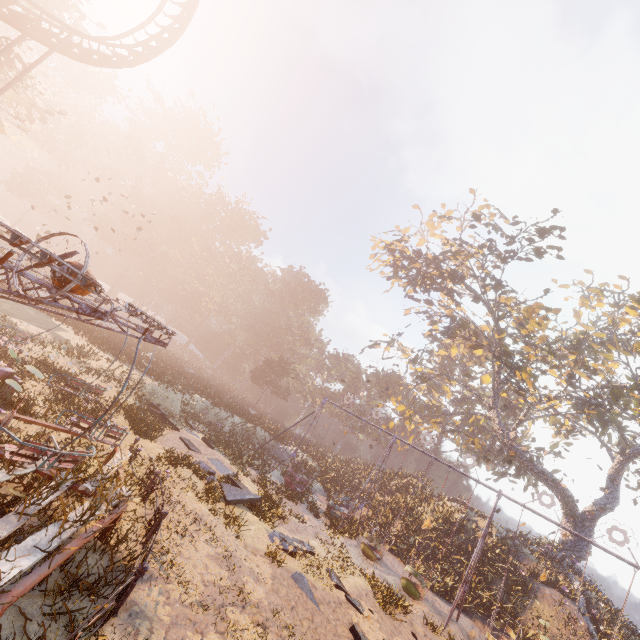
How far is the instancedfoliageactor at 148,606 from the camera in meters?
5.3

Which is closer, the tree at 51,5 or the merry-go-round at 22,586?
the merry-go-round at 22,586

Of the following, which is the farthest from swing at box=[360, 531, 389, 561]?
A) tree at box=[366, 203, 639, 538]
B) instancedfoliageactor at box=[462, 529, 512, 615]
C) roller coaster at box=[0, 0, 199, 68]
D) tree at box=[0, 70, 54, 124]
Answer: tree at box=[0, 70, 54, 124]

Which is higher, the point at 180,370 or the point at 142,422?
→ the point at 180,370

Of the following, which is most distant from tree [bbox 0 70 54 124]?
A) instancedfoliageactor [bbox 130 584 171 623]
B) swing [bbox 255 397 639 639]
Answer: swing [bbox 255 397 639 639]

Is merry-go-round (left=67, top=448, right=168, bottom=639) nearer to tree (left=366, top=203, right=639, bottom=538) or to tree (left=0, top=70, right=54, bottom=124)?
tree (left=0, top=70, right=54, bottom=124)

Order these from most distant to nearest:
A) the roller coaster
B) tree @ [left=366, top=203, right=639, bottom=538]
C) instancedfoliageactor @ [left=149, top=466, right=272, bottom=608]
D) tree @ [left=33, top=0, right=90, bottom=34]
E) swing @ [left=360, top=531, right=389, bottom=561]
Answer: tree @ [left=366, top=203, right=639, bottom=538] < tree @ [left=33, top=0, right=90, bottom=34] < swing @ [left=360, top=531, right=389, bottom=561] < the roller coaster < instancedfoliageactor @ [left=149, top=466, right=272, bottom=608]

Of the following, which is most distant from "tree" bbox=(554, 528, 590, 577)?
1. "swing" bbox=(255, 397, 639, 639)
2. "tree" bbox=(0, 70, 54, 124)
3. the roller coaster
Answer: "tree" bbox=(0, 70, 54, 124)
